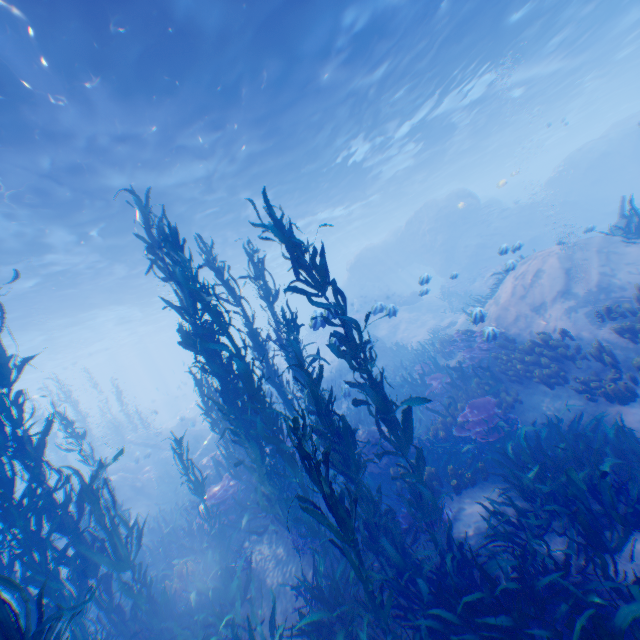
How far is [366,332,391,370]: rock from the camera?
19.7 meters

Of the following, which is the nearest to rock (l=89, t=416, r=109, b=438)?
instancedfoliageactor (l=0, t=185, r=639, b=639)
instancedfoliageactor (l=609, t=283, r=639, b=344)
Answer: instancedfoliageactor (l=0, t=185, r=639, b=639)

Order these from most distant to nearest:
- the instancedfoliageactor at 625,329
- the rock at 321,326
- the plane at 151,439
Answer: the plane at 151,439 < the rock at 321,326 < the instancedfoliageactor at 625,329

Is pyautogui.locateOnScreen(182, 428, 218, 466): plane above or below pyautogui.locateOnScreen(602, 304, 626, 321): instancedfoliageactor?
below

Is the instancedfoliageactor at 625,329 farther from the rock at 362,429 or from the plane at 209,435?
the plane at 209,435

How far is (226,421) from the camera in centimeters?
1070cm

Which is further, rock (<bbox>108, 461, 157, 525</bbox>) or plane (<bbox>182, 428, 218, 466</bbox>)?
plane (<bbox>182, 428, 218, 466</bbox>)

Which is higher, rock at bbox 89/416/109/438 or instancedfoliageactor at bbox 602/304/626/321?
rock at bbox 89/416/109/438
